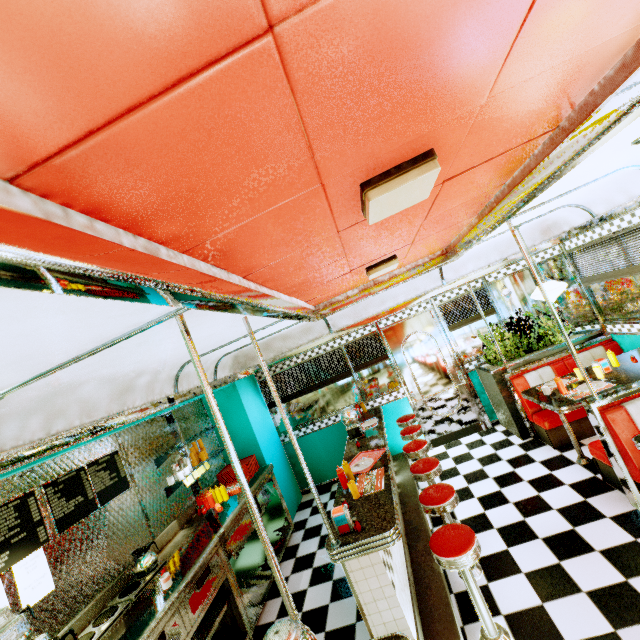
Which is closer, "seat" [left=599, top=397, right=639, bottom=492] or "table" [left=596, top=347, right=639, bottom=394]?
"seat" [left=599, top=397, right=639, bottom=492]

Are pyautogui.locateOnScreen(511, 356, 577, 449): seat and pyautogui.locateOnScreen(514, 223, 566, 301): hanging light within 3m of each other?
yes

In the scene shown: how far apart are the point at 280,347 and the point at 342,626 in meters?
3.6 m

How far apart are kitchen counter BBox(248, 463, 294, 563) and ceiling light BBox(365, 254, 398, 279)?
3.4 meters

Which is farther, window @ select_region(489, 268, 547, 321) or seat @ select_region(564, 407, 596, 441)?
window @ select_region(489, 268, 547, 321)

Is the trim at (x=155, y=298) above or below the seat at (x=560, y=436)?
above

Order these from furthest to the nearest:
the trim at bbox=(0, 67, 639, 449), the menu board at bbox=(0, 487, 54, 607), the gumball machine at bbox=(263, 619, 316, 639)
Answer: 1. the menu board at bbox=(0, 487, 54, 607)
2. the gumball machine at bbox=(263, 619, 316, 639)
3. the trim at bbox=(0, 67, 639, 449)

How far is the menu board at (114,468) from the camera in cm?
298
